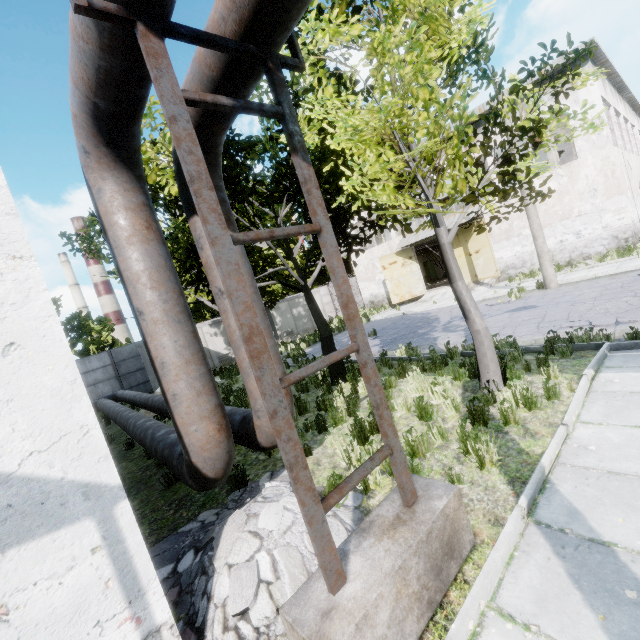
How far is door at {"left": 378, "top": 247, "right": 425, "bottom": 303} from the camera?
25.0m

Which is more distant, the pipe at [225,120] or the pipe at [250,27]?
the pipe at [225,120]

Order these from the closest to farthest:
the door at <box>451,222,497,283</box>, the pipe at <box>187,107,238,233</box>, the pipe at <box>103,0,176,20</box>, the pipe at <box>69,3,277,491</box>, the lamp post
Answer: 1. the pipe at <box>103,0,176,20</box>
2. the pipe at <box>69,3,277,491</box>
3. the pipe at <box>187,107,238,233</box>
4. the lamp post
5. the door at <box>451,222,497,283</box>

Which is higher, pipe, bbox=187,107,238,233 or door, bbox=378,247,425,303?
pipe, bbox=187,107,238,233

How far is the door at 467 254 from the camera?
21.2m

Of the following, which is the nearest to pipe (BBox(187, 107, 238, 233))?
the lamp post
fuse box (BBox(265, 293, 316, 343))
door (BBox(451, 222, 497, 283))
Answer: fuse box (BBox(265, 293, 316, 343))

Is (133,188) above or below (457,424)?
above

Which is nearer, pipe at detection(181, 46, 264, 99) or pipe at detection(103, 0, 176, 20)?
pipe at detection(103, 0, 176, 20)
